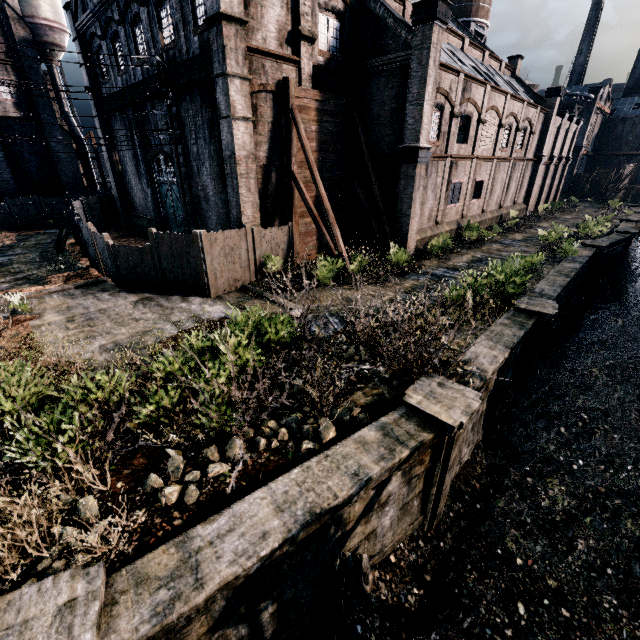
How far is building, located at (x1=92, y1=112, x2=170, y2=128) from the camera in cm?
2038

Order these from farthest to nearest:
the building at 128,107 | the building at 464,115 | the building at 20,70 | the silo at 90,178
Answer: the silo at 90,178, the building at 20,70, the building at 128,107, the building at 464,115

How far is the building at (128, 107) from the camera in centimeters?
1991cm

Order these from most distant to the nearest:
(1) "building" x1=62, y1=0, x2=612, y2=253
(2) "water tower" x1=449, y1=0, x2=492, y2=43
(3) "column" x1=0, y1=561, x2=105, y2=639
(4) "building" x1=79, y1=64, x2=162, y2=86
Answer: (2) "water tower" x1=449, y1=0, x2=492, y2=43
(4) "building" x1=79, y1=64, x2=162, y2=86
(1) "building" x1=62, y1=0, x2=612, y2=253
(3) "column" x1=0, y1=561, x2=105, y2=639

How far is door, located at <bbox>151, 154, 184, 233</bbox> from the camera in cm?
2264

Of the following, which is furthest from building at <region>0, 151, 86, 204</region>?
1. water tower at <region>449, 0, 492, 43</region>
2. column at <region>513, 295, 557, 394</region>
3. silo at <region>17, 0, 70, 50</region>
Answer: column at <region>513, 295, 557, 394</region>

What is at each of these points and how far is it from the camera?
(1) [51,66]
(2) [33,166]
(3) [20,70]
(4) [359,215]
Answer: (1) silo, 35.3m
(2) building, 33.6m
(3) building, 31.0m
(4) building, 22.5m
